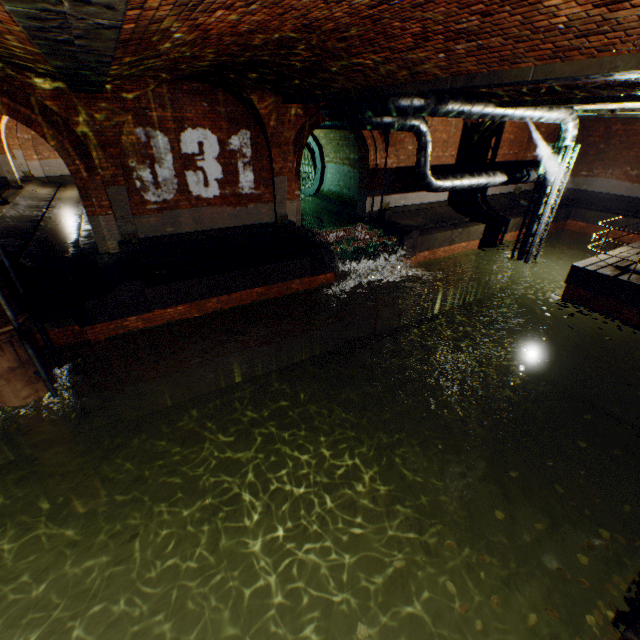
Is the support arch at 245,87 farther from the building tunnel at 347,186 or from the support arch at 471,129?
the support arch at 471,129

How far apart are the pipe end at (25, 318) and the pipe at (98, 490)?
4.23m

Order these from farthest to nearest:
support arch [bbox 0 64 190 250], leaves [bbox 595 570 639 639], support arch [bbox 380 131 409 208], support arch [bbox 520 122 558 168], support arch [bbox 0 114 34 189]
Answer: support arch [bbox 0 114 34 189], support arch [bbox 520 122 558 168], support arch [bbox 380 131 409 208], support arch [bbox 0 64 190 250], leaves [bbox 595 570 639 639]

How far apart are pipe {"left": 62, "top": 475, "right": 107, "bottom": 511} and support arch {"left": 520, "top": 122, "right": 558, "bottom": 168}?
22.0 meters

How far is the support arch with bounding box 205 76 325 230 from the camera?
8.5 meters

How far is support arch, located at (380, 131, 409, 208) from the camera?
12.48m

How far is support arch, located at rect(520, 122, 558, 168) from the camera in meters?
16.3 m

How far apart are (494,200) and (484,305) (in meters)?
5.84
